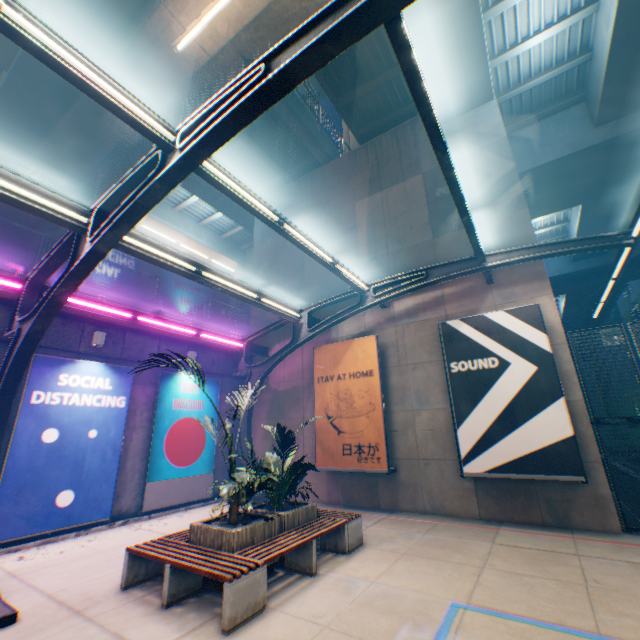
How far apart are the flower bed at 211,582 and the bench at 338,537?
0.1 meters

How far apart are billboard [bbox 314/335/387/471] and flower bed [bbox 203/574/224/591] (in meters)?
4.63

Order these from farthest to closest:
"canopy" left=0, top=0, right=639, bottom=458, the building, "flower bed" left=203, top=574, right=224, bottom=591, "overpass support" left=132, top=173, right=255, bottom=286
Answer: the building, "overpass support" left=132, top=173, right=255, bottom=286, "flower bed" left=203, top=574, right=224, bottom=591, "canopy" left=0, top=0, right=639, bottom=458

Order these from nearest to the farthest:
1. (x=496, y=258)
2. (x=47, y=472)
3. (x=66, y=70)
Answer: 1. (x=66, y=70)
2. (x=47, y=472)
3. (x=496, y=258)

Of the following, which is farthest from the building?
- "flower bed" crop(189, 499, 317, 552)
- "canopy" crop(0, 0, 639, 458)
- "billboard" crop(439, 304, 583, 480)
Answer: "flower bed" crop(189, 499, 317, 552)

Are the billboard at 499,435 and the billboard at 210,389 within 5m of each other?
no

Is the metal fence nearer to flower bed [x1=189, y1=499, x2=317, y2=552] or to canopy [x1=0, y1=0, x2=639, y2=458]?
canopy [x1=0, y1=0, x2=639, y2=458]

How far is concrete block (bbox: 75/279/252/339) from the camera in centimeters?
1013cm
